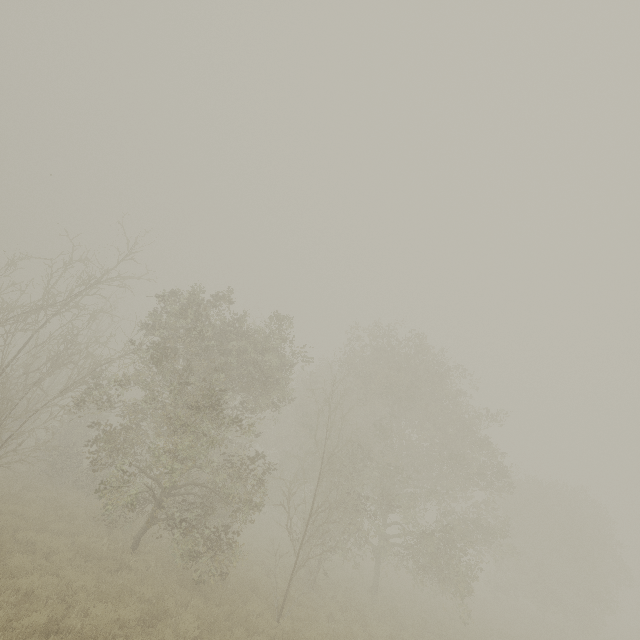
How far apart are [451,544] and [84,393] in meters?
19.4
